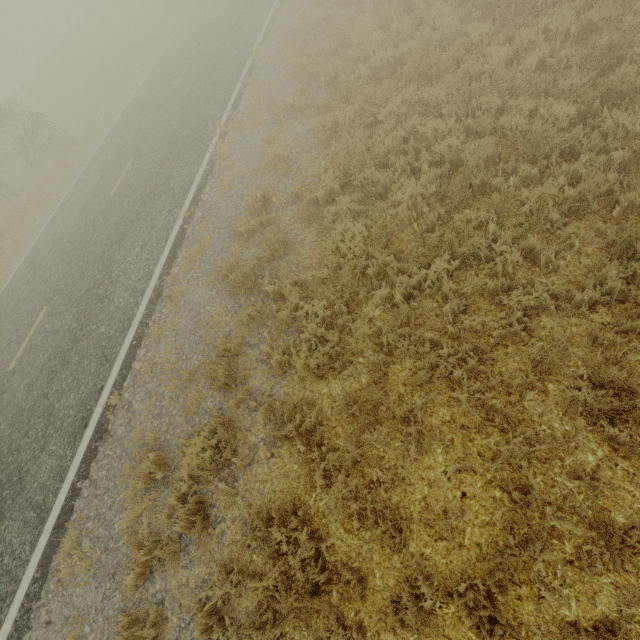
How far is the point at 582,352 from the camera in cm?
380
